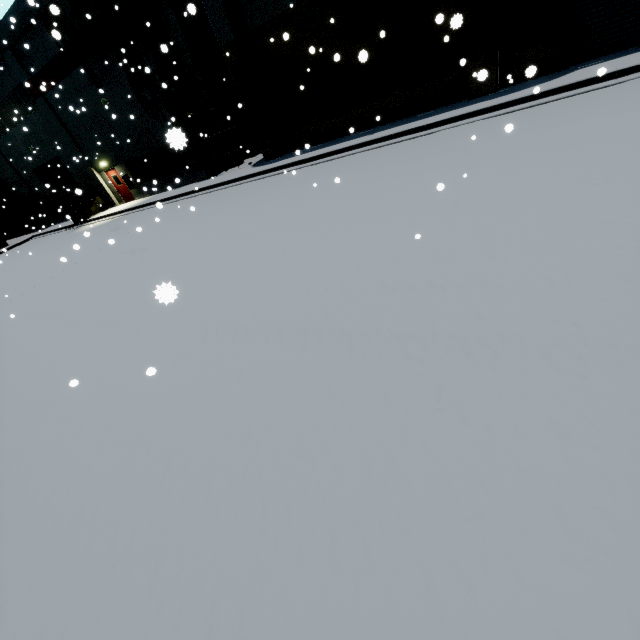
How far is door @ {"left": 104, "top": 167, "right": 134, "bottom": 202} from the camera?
23.2 meters

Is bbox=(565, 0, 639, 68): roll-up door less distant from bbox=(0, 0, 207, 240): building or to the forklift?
bbox=(0, 0, 207, 240): building

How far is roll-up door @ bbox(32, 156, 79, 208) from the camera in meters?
25.6

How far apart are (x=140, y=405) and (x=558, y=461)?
4.5m

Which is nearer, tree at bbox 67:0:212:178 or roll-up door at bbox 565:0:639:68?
roll-up door at bbox 565:0:639:68

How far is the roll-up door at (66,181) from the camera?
25.59m

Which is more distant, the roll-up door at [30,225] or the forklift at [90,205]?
the roll-up door at [30,225]

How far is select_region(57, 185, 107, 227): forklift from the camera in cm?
2356
